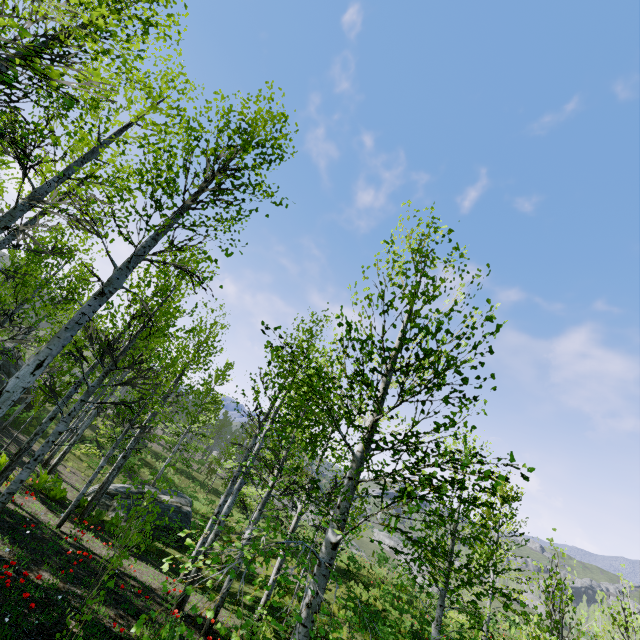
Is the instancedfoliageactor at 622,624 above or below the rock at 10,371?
above

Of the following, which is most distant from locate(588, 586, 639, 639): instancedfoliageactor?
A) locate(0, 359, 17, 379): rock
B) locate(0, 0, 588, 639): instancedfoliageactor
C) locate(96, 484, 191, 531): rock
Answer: locate(0, 359, 17, 379): rock

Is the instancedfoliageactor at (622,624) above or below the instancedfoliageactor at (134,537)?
above

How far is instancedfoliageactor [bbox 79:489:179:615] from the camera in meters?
5.9 m

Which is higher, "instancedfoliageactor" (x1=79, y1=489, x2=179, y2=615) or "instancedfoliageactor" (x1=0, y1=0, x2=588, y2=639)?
"instancedfoliageactor" (x1=0, y1=0, x2=588, y2=639)

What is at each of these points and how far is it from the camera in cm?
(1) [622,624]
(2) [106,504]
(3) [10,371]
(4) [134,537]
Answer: (1) instancedfoliageactor, 1273
(2) rock, 1508
(3) rock, 2308
(4) instancedfoliageactor, 1116

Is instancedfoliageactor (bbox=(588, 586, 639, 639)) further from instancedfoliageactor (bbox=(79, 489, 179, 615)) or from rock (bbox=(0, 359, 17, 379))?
rock (bbox=(0, 359, 17, 379))

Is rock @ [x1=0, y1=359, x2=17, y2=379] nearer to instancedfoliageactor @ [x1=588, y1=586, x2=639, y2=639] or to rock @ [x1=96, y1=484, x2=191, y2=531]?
rock @ [x1=96, y1=484, x2=191, y2=531]
